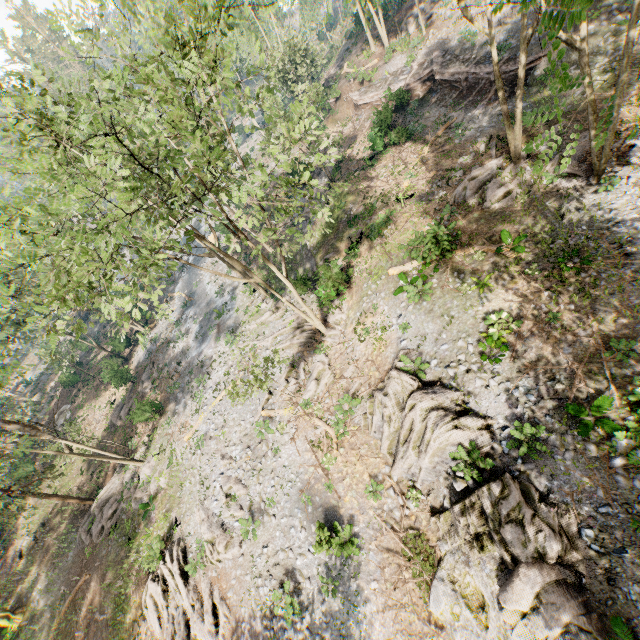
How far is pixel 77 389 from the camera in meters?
40.2

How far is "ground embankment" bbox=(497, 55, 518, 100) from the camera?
21.39m

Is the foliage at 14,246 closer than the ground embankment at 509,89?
Yes

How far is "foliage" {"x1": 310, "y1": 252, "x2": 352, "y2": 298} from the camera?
20.58m

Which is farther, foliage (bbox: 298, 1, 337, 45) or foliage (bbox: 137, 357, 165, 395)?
foliage (bbox: 137, 357, 165, 395)

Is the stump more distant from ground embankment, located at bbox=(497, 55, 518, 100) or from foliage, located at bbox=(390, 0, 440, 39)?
ground embankment, located at bbox=(497, 55, 518, 100)

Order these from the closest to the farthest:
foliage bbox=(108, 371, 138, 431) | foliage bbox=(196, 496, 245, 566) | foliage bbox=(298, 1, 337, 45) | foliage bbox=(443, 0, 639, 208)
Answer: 1. foliage bbox=(443, 0, 639, 208)
2. foliage bbox=(298, 1, 337, 45)
3. foliage bbox=(196, 496, 245, 566)
4. foliage bbox=(108, 371, 138, 431)

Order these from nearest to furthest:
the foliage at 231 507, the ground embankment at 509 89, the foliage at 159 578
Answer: the foliage at 159 578
the foliage at 231 507
the ground embankment at 509 89
